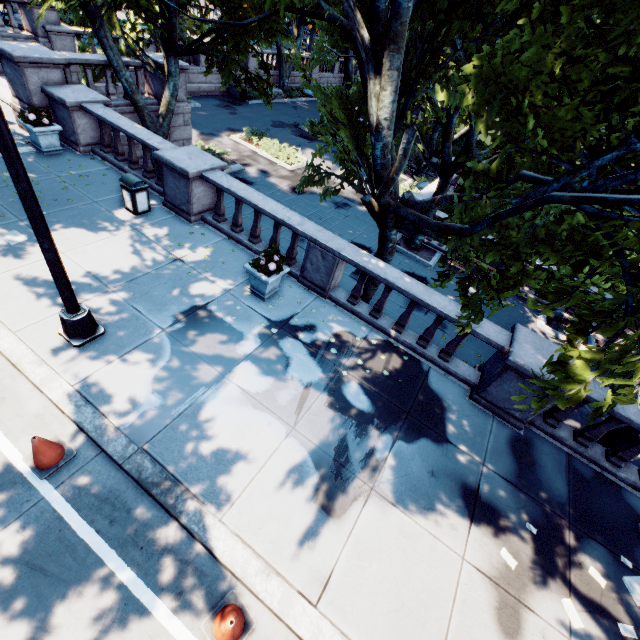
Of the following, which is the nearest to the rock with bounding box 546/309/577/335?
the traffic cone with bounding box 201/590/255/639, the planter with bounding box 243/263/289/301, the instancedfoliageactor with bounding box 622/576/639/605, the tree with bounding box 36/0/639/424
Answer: the tree with bounding box 36/0/639/424

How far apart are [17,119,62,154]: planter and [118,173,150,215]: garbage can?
3.8m

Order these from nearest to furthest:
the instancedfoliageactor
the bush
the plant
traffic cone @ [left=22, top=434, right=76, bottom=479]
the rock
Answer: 1. traffic cone @ [left=22, top=434, right=76, bottom=479]
2. the instancedfoliageactor
3. the plant
4. the rock
5. the bush

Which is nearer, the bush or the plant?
the plant

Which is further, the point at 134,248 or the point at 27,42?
the point at 27,42

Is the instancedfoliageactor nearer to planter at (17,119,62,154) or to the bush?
planter at (17,119,62,154)

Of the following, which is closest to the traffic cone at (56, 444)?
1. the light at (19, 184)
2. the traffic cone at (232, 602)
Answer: the light at (19, 184)

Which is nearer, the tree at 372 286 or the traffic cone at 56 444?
the traffic cone at 56 444
